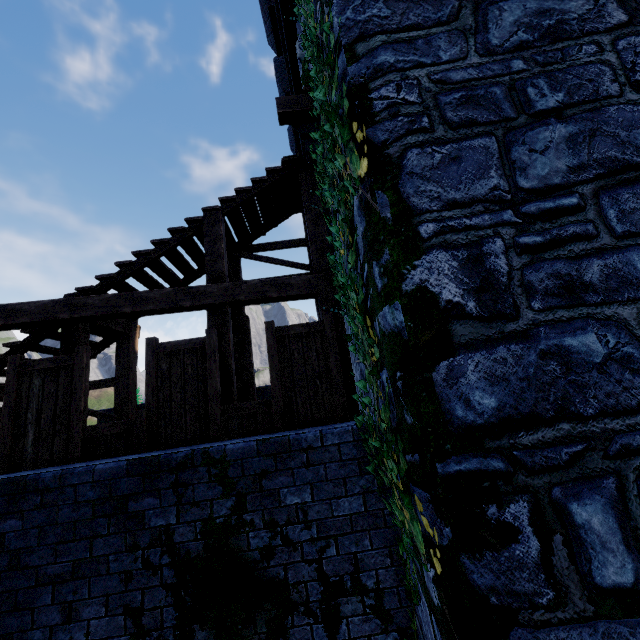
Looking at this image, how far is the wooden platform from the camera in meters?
5.4

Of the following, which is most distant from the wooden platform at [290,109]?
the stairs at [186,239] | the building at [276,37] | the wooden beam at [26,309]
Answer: the wooden beam at [26,309]

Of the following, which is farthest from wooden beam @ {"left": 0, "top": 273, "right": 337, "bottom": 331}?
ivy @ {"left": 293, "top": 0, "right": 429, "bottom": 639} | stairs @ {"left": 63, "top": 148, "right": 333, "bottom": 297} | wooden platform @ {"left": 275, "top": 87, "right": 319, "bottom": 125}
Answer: wooden platform @ {"left": 275, "top": 87, "right": 319, "bottom": 125}

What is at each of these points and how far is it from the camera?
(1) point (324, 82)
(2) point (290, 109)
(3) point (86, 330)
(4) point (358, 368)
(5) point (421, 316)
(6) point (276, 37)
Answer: (1) ivy, 3.6 meters
(2) wooden platform, 5.4 meters
(3) stairs, 5.9 meters
(4) building, 6.2 meters
(5) building, 2.1 meters
(6) building, 9.8 meters

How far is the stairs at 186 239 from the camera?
6.04m

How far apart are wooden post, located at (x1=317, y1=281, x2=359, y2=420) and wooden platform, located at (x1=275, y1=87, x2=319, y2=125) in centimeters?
278cm

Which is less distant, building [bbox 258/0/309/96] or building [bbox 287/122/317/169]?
building [bbox 287/122/317/169]

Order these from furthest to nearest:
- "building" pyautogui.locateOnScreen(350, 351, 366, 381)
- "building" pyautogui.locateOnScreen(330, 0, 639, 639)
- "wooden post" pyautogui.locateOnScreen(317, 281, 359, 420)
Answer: "wooden post" pyautogui.locateOnScreen(317, 281, 359, 420) < "building" pyautogui.locateOnScreen(350, 351, 366, 381) < "building" pyautogui.locateOnScreen(330, 0, 639, 639)
